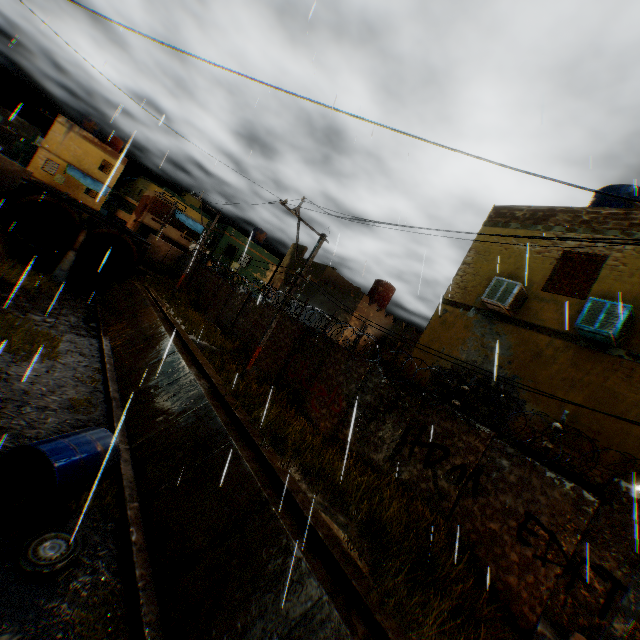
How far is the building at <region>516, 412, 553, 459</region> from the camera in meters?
8.1 m

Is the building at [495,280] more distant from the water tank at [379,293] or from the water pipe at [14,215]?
the water tank at [379,293]

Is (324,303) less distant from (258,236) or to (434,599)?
(434,599)

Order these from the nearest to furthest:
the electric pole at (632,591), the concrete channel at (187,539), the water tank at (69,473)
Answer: the electric pole at (632,591) → the concrete channel at (187,539) → the water tank at (69,473)

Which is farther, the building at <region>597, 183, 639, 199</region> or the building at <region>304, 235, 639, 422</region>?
the building at <region>597, 183, 639, 199</region>

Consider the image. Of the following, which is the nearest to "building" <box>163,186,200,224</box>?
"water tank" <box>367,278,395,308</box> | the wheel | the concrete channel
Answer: the concrete channel

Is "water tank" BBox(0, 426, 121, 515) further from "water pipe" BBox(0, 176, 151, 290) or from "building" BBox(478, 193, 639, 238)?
"water pipe" BBox(0, 176, 151, 290)
